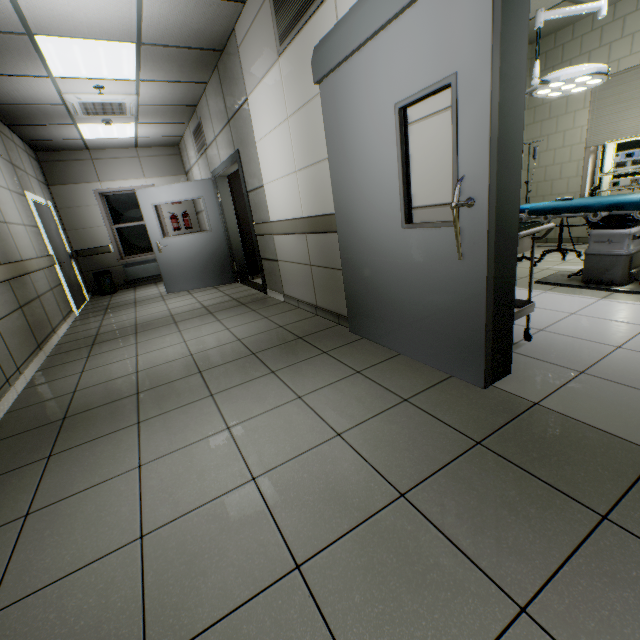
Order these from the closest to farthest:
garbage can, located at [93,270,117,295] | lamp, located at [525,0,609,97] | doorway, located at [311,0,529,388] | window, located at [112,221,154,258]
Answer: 1. doorway, located at [311,0,529,388]
2. lamp, located at [525,0,609,97]
3. garbage can, located at [93,270,117,295]
4. window, located at [112,221,154,258]

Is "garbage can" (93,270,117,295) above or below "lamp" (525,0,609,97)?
below

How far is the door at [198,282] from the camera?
5.8 meters

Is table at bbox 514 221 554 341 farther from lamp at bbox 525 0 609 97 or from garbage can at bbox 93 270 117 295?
garbage can at bbox 93 270 117 295

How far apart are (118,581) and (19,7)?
4.6m

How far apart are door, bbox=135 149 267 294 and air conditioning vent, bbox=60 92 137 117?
1.17m

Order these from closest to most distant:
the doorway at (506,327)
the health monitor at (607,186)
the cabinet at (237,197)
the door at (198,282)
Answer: the doorway at (506,327), the health monitor at (607,186), the door at (198,282), the cabinet at (237,197)

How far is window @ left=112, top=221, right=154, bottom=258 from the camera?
8.2 meters
